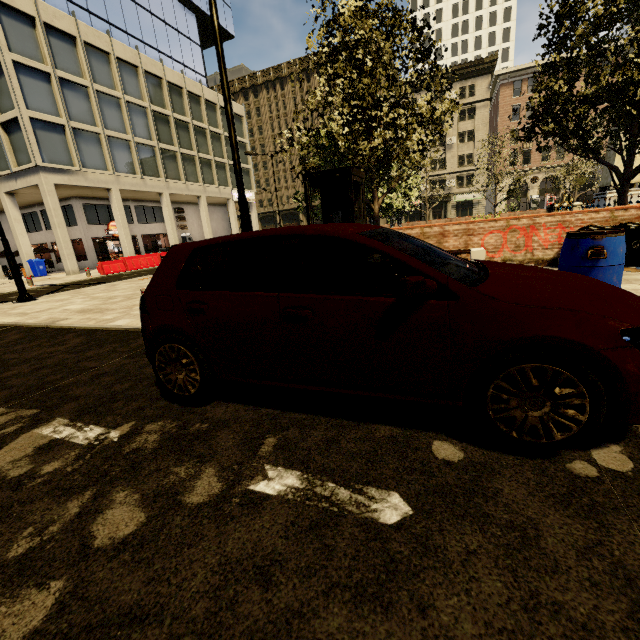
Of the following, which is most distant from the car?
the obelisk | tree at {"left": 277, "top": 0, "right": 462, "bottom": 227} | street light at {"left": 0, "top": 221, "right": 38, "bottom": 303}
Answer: the obelisk

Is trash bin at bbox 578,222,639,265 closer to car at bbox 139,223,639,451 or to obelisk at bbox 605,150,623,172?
car at bbox 139,223,639,451

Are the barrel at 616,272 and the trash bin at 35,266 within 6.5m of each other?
no

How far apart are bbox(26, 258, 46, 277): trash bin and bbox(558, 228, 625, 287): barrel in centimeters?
3095cm

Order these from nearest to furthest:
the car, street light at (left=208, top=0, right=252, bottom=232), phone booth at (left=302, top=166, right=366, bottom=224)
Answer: the car, street light at (left=208, top=0, right=252, bottom=232), phone booth at (left=302, top=166, right=366, bottom=224)

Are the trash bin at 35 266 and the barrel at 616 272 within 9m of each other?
no

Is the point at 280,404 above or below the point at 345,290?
below

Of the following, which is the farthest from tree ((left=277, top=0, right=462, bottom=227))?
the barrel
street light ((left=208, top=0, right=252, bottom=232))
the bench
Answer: the barrel
